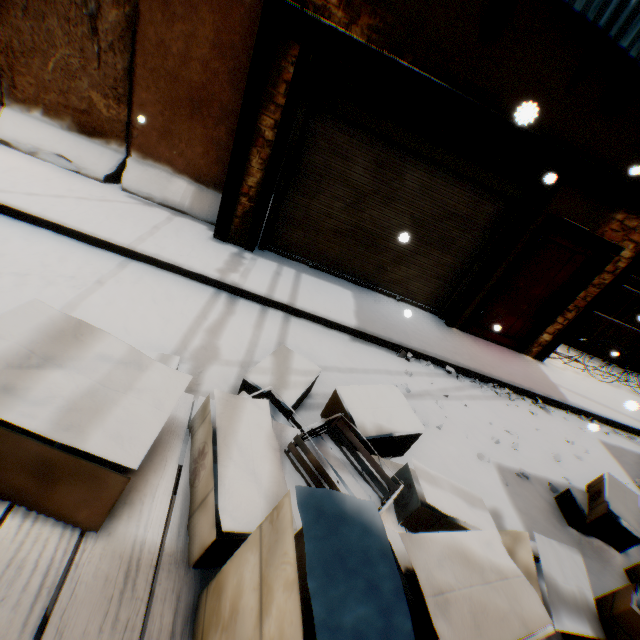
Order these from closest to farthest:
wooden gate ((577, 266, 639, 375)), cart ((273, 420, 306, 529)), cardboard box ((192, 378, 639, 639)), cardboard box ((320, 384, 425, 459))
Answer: cardboard box ((192, 378, 639, 639)) → cart ((273, 420, 306, 529)) → cardboard box ((320, 384, 425, 459)) → wooden gate ((577, 266, 639, 375))

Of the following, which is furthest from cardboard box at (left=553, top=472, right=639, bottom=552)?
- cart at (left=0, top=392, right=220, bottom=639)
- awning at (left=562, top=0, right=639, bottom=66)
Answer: awning at (left=562, top=0, right=639, bottom=66)

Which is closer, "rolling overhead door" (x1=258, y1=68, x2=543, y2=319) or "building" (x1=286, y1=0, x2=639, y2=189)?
"building" (x1=286, y1=0, x2=639, y2=189)

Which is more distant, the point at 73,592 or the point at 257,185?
the point at 257,185

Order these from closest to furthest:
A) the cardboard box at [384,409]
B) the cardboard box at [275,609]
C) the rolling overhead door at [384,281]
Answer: the cardboard box at [275,609] → the cardboard box at [384,409] → the rolling overhead door at [384,281]

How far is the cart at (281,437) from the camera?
1.8m

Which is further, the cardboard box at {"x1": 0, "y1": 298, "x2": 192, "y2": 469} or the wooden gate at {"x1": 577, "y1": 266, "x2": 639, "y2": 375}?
the wooden gate at {"x1": 577, "y1": 266, "x2": 639, "y2": 375}

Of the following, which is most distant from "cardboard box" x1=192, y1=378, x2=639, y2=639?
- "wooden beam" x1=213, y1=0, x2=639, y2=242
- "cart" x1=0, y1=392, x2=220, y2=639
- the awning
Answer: the awning
